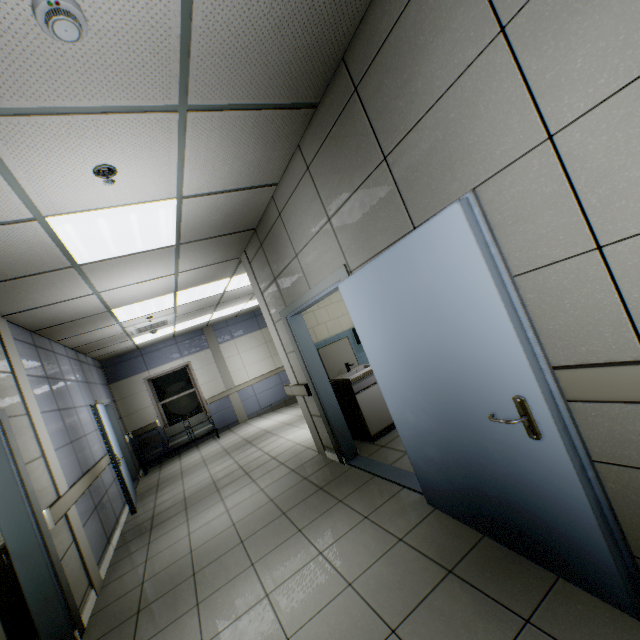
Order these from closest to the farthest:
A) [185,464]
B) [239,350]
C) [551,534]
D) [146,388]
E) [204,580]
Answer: [551,534], [204,580], [185,464], [146,388], [239,350]

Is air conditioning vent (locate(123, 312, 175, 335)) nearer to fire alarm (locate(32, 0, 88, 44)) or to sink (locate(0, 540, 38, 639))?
sink (locate(0, 540, 38, 639))

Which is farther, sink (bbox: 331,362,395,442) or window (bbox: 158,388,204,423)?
window (bbox: 158,388,204,423)

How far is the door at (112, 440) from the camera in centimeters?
557cm

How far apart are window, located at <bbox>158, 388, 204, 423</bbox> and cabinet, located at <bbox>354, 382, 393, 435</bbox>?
7.0m

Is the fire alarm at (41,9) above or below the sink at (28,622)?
above

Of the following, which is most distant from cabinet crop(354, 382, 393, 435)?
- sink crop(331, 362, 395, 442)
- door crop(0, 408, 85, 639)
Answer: door crop(0, 408, 85, 639)

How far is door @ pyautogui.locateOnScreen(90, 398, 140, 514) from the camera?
5.6 meters
